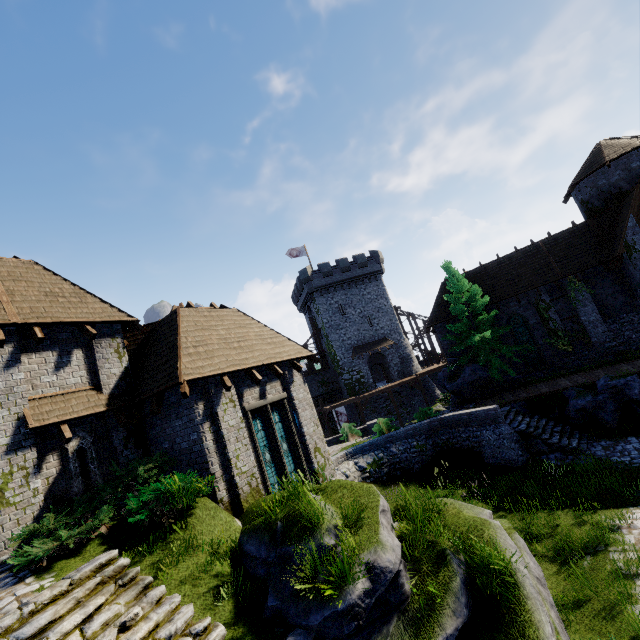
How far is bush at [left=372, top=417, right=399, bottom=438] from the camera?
19.03m

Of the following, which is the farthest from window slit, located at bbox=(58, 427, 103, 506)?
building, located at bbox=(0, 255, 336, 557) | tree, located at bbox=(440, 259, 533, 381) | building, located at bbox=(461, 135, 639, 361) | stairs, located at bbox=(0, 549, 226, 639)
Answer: building, located at bbox=(461, 135, 639, 361)

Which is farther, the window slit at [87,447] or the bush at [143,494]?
the window slit at [87,447]

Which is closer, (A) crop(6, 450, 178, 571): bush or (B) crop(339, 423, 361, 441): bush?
(A) crop(6, 450, 178, 571): bush

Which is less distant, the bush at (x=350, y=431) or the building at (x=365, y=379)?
the bush at (x=350, y=431)

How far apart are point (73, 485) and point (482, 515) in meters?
11.1 m

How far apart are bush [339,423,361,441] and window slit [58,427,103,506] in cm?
1725

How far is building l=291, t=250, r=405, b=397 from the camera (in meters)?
39.62
